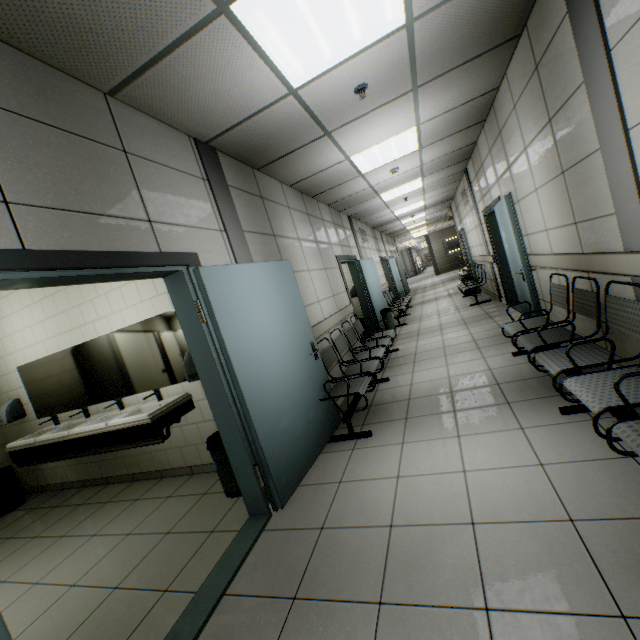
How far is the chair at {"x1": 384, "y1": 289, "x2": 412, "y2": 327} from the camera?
8.9m

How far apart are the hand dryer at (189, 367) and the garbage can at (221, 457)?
0.7 meters

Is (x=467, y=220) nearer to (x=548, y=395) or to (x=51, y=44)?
(x=548, y=395)

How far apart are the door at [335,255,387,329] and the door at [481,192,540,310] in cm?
283

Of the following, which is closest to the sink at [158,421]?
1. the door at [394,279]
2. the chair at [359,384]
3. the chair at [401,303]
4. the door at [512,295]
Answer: the chair at [359,384]

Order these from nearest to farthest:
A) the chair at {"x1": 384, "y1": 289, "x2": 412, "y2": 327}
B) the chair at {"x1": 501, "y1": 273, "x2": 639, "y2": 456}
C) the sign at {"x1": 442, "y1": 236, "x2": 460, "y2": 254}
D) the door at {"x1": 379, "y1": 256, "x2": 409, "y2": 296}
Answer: the chair at {"x1": 501, "y1": 273, "x2": 639, "y2": 456} < the chair at {"x1": 384, "y1": 289, "x2": 412, "y2": 327} < the door at {"x1": 379, "y1": 256, "x2": 409, "y2": 296} < the sign at {"x1": 442, "y1": 236, "x2": 460, "y2": 254}

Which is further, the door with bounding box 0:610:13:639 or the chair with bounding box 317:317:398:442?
the chair with bounding box 317:317:398:442

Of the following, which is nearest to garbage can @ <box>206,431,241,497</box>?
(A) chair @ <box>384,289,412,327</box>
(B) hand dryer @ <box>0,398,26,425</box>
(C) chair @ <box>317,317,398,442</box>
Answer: (C) chair @ <box>317,317,398,442</box>
